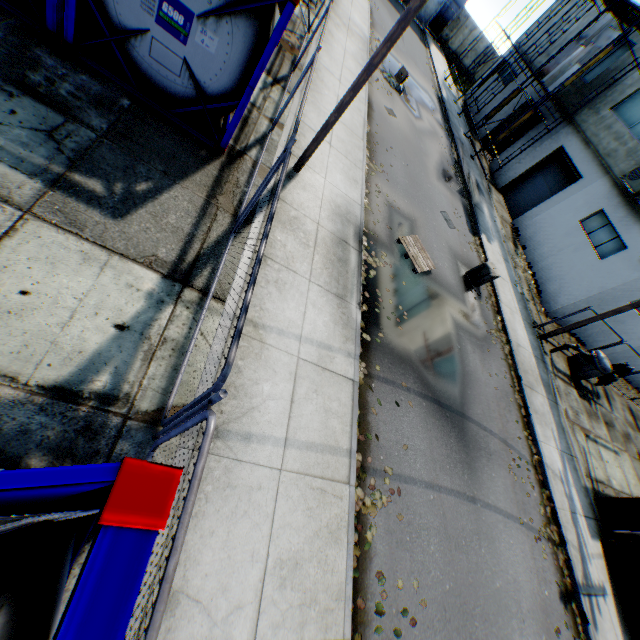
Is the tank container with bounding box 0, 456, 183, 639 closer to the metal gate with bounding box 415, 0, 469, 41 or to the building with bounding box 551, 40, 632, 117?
the building with bounding box 551, 40, 632, 117

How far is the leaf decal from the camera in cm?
509

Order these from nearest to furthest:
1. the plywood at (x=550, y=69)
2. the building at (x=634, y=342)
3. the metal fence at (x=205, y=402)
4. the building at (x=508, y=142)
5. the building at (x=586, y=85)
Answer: the metal fence at (x=205, y=402)
the building at (x=634, y=342)
the plywood at (x=550, y=69)
the building at (x=586, y=85)
the building at (x=508, y=142)

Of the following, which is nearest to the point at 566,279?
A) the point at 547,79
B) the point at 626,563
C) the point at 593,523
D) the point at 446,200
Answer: the point at 446,200

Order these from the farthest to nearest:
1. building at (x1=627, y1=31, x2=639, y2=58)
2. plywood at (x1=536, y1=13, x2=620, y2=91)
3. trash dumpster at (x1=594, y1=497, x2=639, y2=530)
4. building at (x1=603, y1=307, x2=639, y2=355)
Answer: building at (x1=627, y1=31, x2=639, y2=58) < plywood at (x1=536, y1=13, x2=620, y2=91) < building at (x1=603, y1=307, x2=639, y2=355) < trash dumpster at (x1=594, y1=497, x2=639, y2=530)

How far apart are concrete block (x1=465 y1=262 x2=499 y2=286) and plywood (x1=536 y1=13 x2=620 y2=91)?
13.3 meters

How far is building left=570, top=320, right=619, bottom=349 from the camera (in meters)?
16.78

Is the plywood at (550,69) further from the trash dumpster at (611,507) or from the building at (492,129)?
the trash dumpster at (611,507)
